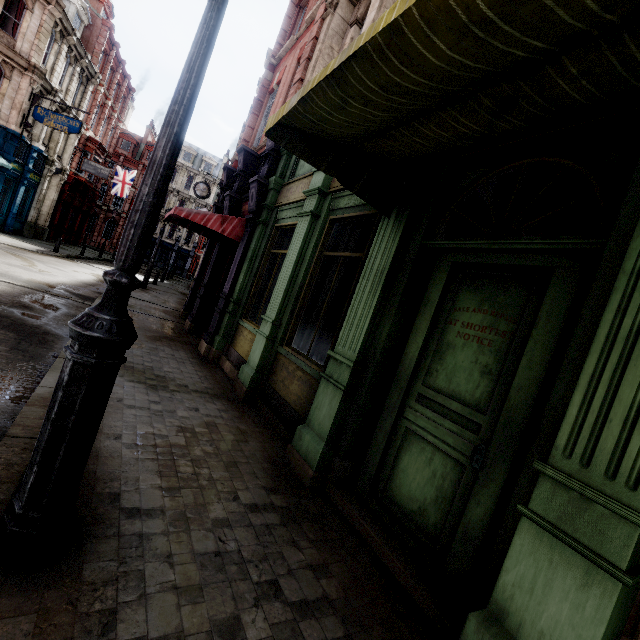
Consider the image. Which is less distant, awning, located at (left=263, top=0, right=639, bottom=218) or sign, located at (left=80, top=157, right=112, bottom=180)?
awning, located at (left=263, top=0, right=639, bottom=218)

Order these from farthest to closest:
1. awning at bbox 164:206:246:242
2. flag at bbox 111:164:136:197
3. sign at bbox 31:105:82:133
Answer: flag at bbox 111:164:136:197 → sign at bbox 31:105:82:133 → awning at bbox 164:206:246:242

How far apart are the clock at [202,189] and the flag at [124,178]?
19.32m

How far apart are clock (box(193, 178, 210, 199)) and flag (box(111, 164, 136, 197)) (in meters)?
19.32

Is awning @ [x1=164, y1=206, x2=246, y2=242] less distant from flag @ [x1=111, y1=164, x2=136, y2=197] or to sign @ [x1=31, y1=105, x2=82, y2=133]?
sign @ [x1=31, y1=105, x2=82, y2=133]

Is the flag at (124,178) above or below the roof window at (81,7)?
below

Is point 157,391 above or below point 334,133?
below

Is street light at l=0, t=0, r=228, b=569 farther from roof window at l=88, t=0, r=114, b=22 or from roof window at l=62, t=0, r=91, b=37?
roof window at l=88, t=0, r=114, b=22
